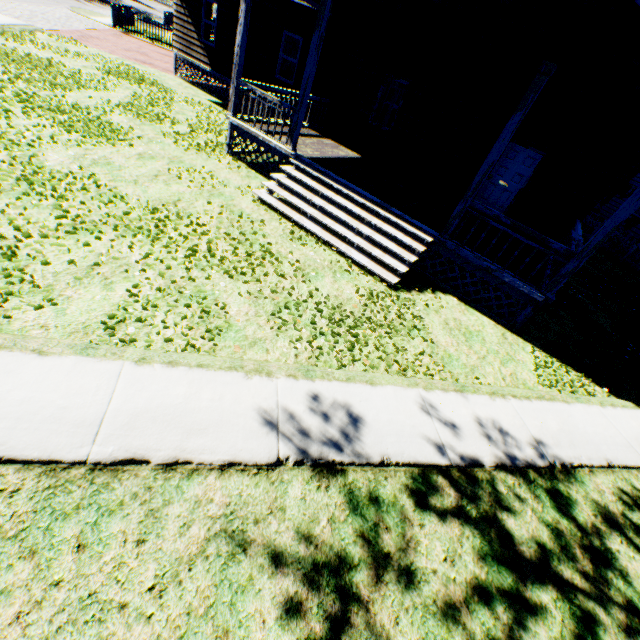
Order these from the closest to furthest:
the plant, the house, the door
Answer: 1. the house
2. the plant
3. the door

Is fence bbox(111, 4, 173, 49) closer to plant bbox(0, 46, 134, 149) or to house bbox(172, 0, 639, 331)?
plant bbox(0, 46, 134, 149)

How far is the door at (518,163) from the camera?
10.1 meters

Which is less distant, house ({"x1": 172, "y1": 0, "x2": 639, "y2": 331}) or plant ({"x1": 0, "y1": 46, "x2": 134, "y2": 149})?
house ({"x1": 172, "y1": 0, "x2": 639, "y2": 331})

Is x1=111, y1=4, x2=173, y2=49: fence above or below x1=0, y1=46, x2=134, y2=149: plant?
above

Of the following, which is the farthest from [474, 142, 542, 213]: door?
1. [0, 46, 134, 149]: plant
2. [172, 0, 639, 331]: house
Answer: [0, 46, 134, 149]: plant

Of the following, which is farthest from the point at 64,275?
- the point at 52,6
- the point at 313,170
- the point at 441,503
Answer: the point at 52,6

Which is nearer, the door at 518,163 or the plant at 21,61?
the plant at 21,61
